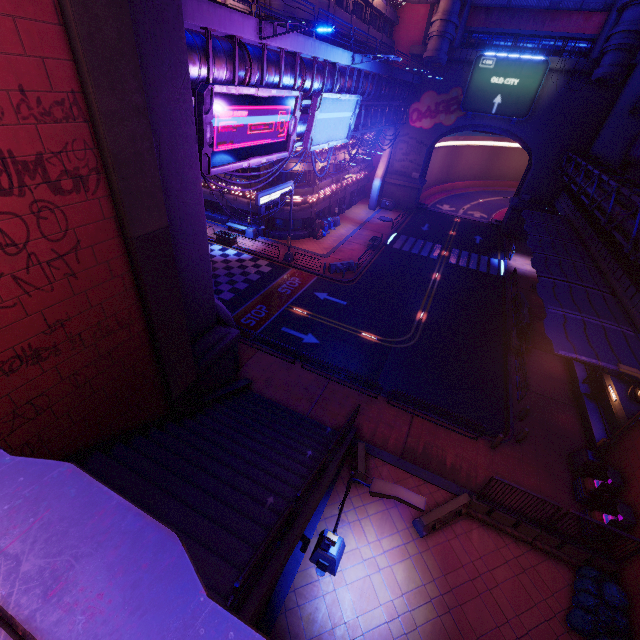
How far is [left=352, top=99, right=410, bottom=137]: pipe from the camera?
28.2 meters

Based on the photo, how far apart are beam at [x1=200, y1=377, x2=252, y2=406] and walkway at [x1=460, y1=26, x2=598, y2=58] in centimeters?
4610cm

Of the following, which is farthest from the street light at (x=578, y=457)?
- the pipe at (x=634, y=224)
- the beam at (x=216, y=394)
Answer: the beam at (x=216, y=394)

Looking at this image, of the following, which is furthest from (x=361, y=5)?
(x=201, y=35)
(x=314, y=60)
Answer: (x=201, y=35)

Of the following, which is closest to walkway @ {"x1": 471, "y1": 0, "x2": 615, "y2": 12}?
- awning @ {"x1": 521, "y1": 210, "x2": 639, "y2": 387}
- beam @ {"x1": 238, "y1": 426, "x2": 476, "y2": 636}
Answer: awning @ {"x1": 521, "y1": 210, "x2": 639, "y2": 387}

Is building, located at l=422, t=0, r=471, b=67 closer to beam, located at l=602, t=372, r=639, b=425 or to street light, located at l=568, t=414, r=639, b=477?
beam, located at l=602, t=372, r=639, b=425

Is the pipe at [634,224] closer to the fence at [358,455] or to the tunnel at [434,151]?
the tunnel at [434,151]

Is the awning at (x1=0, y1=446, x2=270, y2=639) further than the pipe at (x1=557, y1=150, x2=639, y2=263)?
No
